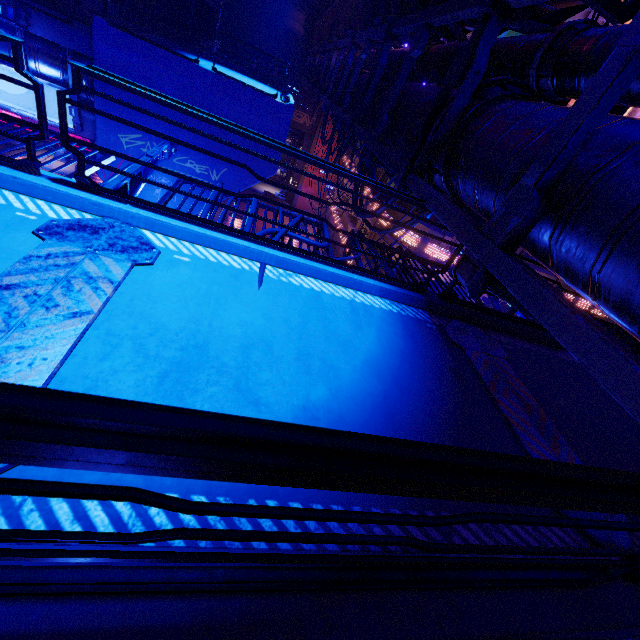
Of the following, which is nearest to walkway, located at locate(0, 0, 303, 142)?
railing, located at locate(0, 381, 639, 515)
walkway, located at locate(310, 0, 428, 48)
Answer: walkway, located at locate(310, 0, 428, 48)

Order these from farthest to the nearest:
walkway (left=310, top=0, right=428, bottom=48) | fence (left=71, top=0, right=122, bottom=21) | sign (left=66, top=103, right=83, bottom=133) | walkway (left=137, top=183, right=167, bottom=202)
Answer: walkway (left=137, top=183, right=167, bottom=202)
fence (left=71, top=0, right=122, bottom=21)
sign (left=66, top=103, right=83, bottom=133)
walkway (left=310, top=0, right=428, bottom=48)

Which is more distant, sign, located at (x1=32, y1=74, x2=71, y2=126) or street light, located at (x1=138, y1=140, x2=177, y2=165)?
sign, located at (x1=32, y1=74, x2=71, y2=126)

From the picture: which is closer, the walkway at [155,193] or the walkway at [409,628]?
the walkway at [409,628]

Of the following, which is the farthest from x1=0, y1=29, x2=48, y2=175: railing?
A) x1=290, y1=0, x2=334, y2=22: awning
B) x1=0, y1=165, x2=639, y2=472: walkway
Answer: x1=290, y1=0, x2=334, y2=22: awning

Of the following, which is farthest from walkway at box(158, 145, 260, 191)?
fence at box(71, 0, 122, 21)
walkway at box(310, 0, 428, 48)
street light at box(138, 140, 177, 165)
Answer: street light at box(138, 140, 177, 165)

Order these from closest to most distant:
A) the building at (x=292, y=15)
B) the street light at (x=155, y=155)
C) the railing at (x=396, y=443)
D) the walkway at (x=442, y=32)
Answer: the railing at (x=396, y=443)
the street light at (x=155, y=155)
the walkway at (x=442, y=32)
the building at (x=292, y=15)

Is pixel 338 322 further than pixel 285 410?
Yes
